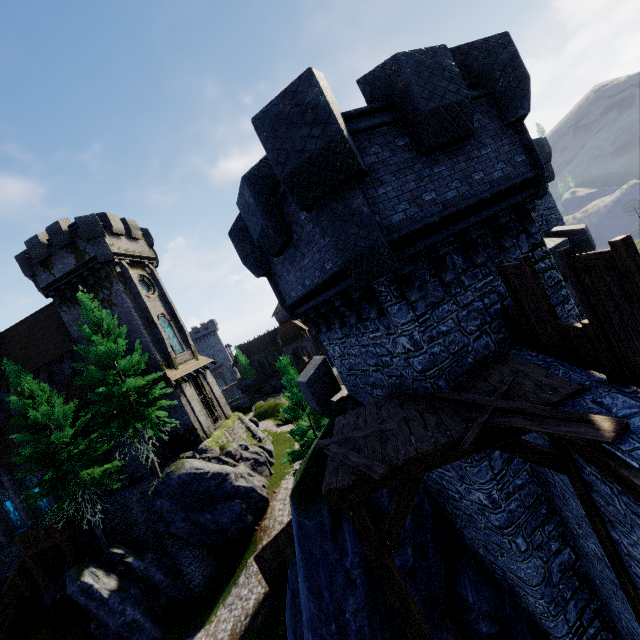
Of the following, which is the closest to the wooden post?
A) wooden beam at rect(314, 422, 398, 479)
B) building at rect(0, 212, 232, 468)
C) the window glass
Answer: wooden beam at rect(314, 422, 398, 479)

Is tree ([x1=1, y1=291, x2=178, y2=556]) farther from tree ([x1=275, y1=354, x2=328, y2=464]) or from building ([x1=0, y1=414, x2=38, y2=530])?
tree ([x1=275, y1=354, x2=328, y2=464])

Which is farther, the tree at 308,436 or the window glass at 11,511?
the window glass at 11,511

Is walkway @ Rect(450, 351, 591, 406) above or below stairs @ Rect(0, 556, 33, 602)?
above

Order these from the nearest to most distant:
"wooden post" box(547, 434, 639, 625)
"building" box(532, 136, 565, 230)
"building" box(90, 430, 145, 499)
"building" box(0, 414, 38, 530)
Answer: "wooden post" box(547, 434, 639, 625) → "building" box(532, 136, 565, 230) → "building" box(90, 430, 145, 499) → "building" box(0, 414, 38, 530)

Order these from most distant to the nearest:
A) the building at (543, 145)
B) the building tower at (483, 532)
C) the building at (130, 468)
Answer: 1. the building at (130, 468)
2. the building at (543, 145)
3. the building tower at (483, 532)

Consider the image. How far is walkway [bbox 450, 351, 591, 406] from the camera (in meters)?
4.68

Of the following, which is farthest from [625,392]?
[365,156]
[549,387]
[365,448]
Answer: [365,156]
